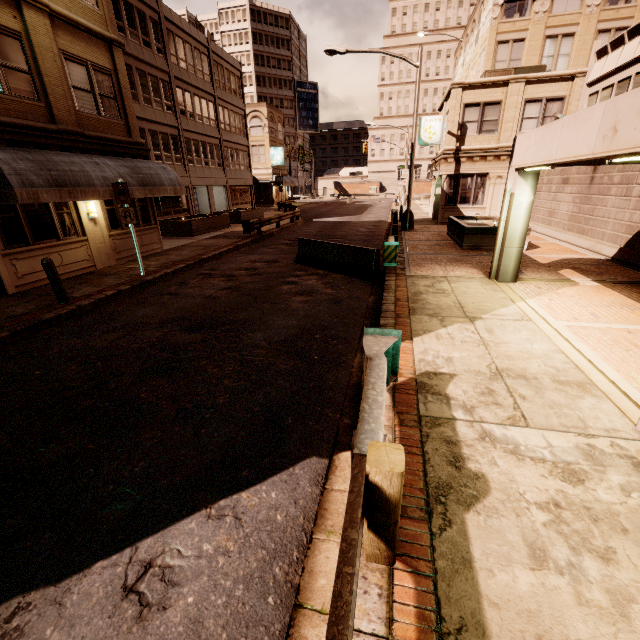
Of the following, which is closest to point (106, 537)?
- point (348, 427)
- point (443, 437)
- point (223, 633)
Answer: point (223, 633)

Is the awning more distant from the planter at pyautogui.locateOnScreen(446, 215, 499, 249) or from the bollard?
the planter at pyautogui.locateOnScreen(446, 215, 499, 249)

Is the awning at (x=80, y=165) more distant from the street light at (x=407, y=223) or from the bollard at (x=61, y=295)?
the street light at (x=407, y=223)

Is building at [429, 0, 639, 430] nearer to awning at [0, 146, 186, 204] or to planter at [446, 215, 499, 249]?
planter at [446, 215, 499, 249]

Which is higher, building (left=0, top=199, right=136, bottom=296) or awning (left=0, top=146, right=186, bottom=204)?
awning (left=0, top=146, right=186, bottom=204)

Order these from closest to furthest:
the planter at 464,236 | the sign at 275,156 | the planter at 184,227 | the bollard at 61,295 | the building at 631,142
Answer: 1. the building at 631,142
2. the bollard at 61,295
3. the planter at 464,236
4. the planter at 184,227
5. the sign at 275,156

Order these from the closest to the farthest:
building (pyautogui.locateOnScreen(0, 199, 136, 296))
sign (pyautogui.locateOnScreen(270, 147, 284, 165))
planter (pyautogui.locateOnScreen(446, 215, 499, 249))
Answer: building (pyautogui.locateOnScreen(0, 199, 136, 296)) → planter (pyautogui.locateOnScreen(446, 215, 499, 249)) → sign (pyautogui.locateOnScreen(270, 147, 284, 165))

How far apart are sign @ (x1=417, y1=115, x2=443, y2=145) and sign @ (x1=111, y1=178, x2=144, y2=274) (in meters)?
20.81
